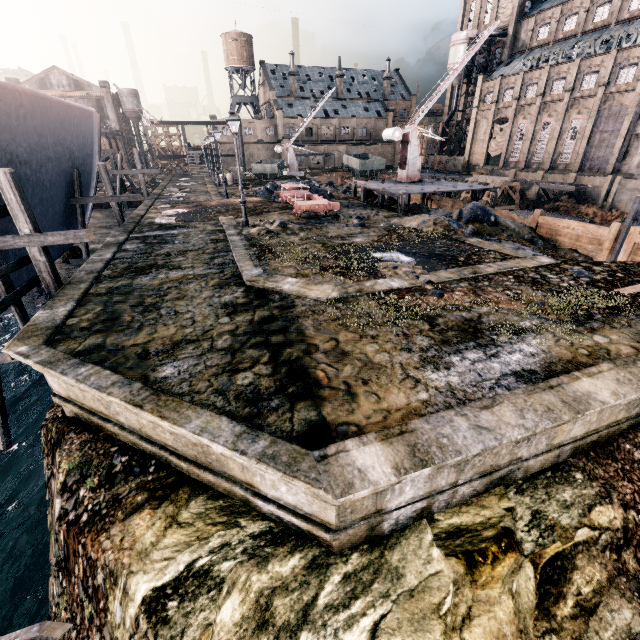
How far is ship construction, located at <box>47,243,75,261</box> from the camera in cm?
1864

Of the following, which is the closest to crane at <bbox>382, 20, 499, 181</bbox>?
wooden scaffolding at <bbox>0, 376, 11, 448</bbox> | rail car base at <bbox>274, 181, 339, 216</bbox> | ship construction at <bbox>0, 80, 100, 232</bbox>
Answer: rail car base at <bbox>274, 181, 339, 216</bbox>

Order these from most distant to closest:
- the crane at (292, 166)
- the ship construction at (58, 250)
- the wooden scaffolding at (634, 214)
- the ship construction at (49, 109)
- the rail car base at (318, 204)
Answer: the crane at (292, 166)
the wooden scaffolding at (634, 214)
the rail car base at (318, 204)
the ship construction at (58, 250)
the ship construction at (49, 109)

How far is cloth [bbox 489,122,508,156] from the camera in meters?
56.6 m

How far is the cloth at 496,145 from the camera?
56.6m

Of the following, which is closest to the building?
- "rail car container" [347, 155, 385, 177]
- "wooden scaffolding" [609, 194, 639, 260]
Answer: "wooden scaffolding" [609, 194, 639, 260]

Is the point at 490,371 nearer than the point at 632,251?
Yes

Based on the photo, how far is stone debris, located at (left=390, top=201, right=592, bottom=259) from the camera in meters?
17.4 m
